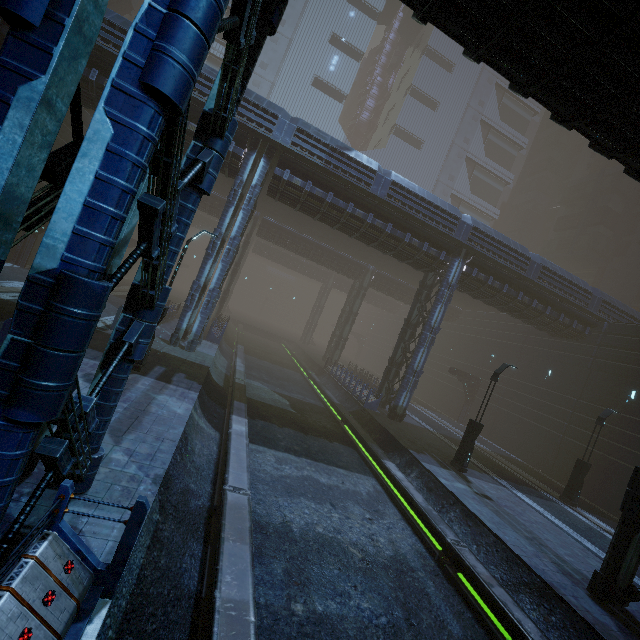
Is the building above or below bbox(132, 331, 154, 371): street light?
above

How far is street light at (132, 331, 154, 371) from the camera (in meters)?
11.38

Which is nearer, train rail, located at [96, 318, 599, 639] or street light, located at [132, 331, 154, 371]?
train rail, located at [96, 318, 599, 639]

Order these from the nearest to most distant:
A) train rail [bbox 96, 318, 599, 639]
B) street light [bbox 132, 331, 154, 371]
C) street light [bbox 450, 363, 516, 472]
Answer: train rail [bbox 96, 318, 599, 639] < street light [bbox 132, 331, 154, 371] < street light [bbox 450, 363, 516, 472]

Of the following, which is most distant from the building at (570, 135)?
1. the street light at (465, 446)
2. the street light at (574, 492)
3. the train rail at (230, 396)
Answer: the street light at (465, 446)

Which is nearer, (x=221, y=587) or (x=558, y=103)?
(x=221, y=587)

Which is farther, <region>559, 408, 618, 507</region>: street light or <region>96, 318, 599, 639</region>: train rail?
<region>559, 408, 618, 507</region>: street light

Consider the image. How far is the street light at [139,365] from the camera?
11.4 meters
